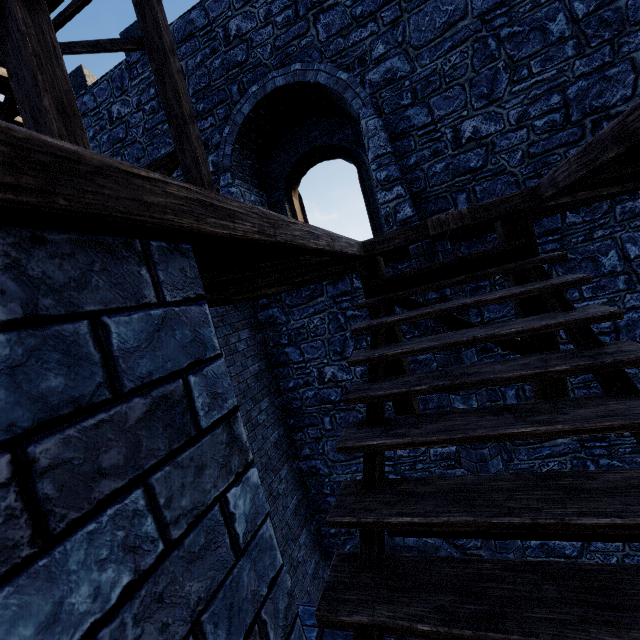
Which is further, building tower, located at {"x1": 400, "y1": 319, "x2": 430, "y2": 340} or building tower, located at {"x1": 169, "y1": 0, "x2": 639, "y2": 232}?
building tower, located at {"x1": 400, "y1": 319, "x2": 430, "y2": 340}

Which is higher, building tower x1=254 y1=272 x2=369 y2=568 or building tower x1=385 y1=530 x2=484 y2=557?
building tower x1=254 y1=272 x2=369 y2=568

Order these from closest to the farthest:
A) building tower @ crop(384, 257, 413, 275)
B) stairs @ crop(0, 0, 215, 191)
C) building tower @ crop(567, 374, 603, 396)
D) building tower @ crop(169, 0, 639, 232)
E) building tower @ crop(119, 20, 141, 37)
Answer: stairs @ crop(0, 0, 215, 191), building tower @ crop(169, 0, 639, 232), building tower @ crop(567, 374, 603, 396), building tower @ crop(384, 257, 413, 275), building tower @ crop(119, 20, 141, 37)

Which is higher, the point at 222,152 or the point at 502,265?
the point at 222,152

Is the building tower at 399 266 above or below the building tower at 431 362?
above

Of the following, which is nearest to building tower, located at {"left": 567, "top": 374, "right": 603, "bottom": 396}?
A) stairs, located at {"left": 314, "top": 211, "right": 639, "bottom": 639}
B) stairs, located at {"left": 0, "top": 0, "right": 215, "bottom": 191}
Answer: stairs, located at {"left": 0, "top": 0, "right": 215, "bottom": 191}

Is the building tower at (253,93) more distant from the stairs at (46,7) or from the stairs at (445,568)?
the stairs at (445,568)
